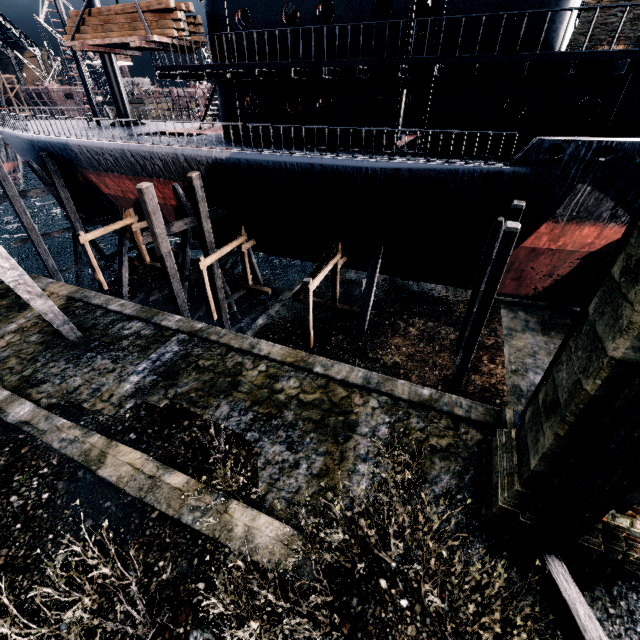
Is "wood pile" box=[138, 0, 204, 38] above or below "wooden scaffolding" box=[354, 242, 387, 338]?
above

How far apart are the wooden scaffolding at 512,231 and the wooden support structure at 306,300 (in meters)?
5.51

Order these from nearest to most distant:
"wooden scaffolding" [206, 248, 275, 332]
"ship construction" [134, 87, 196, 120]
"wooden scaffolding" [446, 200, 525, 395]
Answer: "wooden scaffolding" [446, 200, 525, 395], "wooden scaffolding" [206, 248, 275, 332], "ship construction" [134, 87, 196, 120]

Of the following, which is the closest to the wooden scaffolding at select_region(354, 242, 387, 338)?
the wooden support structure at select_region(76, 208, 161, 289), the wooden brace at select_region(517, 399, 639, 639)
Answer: the wooden brace at select_region(517, 399, 639, 639)

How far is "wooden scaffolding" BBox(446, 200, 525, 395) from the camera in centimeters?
962cm

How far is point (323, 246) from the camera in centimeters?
1844cm

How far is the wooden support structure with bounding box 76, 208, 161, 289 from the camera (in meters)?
19.92

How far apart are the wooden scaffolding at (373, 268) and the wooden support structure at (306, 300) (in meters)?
1.02
